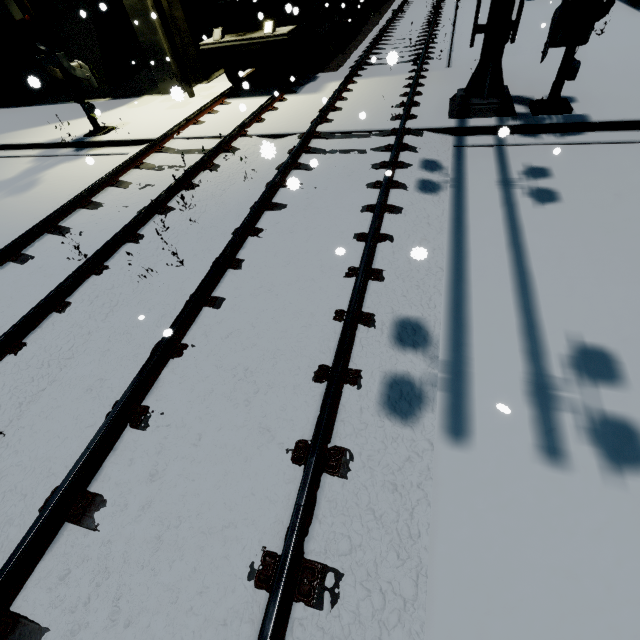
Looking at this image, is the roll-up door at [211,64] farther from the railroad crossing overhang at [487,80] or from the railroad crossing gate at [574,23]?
the railroad crossing gate at [574,23]

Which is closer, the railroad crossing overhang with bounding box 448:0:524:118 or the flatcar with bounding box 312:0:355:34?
the railroad crossing overhang with bounding box 448:0:524:118

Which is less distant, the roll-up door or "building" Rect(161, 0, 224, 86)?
"building" Rect(161, 0, 224, 86)

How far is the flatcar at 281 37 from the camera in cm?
913

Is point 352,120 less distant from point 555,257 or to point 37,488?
point 555,257

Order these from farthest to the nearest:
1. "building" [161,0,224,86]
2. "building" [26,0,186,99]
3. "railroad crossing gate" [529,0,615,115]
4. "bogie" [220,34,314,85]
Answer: "building" [161,0,224,86]
"building" [26,0,186,99]
"bogie" [220,34,314,85]
"railroad crossing gate" [529,0,615,115]

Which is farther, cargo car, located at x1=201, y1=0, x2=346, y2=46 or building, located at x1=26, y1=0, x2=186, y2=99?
building, located at x1=26, y1=0, x2=186, y2=99

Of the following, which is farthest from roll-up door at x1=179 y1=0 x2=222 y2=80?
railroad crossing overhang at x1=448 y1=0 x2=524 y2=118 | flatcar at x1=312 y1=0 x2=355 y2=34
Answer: railroad crossing overhang at x1=448 y1=0 x2=524 y2=118
